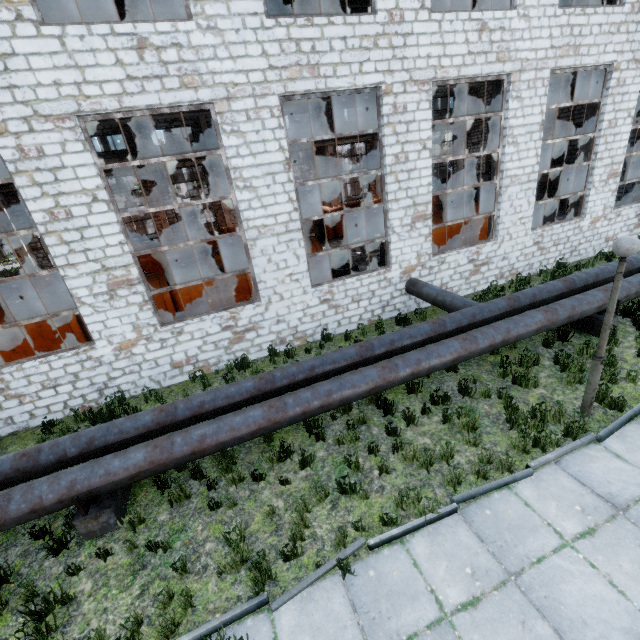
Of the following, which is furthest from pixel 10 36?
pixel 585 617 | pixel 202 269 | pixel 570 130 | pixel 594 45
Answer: pixel 570 130

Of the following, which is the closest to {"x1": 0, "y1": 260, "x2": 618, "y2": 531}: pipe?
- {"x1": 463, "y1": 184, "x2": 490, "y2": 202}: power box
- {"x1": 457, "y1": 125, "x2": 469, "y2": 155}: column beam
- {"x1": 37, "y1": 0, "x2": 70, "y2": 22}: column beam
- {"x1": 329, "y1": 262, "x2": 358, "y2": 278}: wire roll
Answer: {"x1": 329, "y1": 262, "x2": 358, "y2": 278}: wire roll

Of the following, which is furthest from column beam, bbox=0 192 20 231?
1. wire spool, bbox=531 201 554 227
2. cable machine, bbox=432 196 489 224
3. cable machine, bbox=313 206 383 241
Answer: wire spool, bbox=531 201 554 227

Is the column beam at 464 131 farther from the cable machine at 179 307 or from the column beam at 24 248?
the column beam at 24 248

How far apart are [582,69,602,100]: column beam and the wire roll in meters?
9.4 m

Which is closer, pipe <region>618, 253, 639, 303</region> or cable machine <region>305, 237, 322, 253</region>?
pipe <region>618, 253, 639, 303</region>

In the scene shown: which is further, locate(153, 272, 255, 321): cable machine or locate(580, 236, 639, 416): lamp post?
locate(153, 272, 255, 321): cable machine

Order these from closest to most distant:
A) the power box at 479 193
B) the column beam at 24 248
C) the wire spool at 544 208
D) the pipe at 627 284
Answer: the pipe at 627 284
the wire spool at 544 208
the column beam at 24 248
the power box at 479 193
